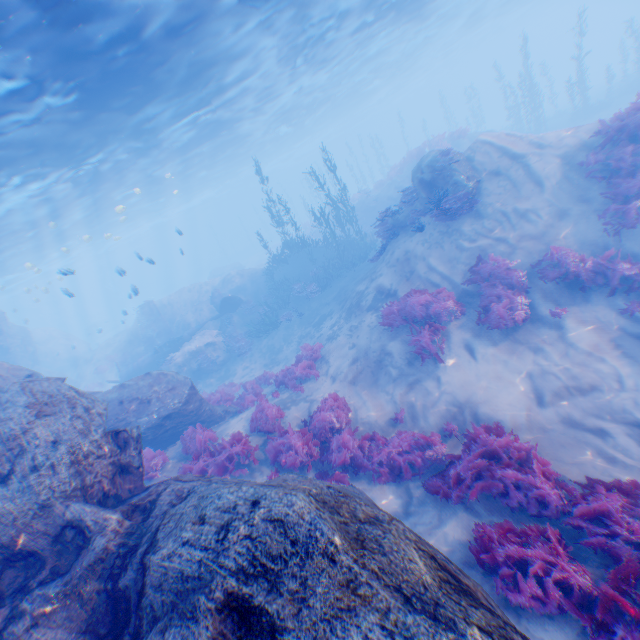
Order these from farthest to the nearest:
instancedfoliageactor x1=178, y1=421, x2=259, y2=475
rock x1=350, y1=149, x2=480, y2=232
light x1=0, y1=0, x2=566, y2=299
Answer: rock x1=350, y1=149, x2=480, y2=232 → light x1=0, y1=0, x2=566, y2=299 → instancedfoliageactor x1=178, y1=421, x2=259, y2=475

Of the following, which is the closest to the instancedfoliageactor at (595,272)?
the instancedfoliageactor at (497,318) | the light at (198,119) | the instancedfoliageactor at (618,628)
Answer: the instancedfoliageactor at (497,318)

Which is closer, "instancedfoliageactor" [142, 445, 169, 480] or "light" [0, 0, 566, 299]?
"instancedfoliageactor" [142, 445, 169, 480]

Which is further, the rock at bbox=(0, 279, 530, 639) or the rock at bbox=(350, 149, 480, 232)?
the rock at bbox=(350, 149, 480, 232)

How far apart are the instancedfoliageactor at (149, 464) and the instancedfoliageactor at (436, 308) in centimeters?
760cm

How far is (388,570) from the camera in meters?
2.8

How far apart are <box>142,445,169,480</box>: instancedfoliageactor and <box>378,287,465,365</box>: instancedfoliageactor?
7.6 meters

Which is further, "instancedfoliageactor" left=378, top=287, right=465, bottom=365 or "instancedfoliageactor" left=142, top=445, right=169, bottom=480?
"instancedfoliageactor" left=378, top=287, right=465, bottom=365
